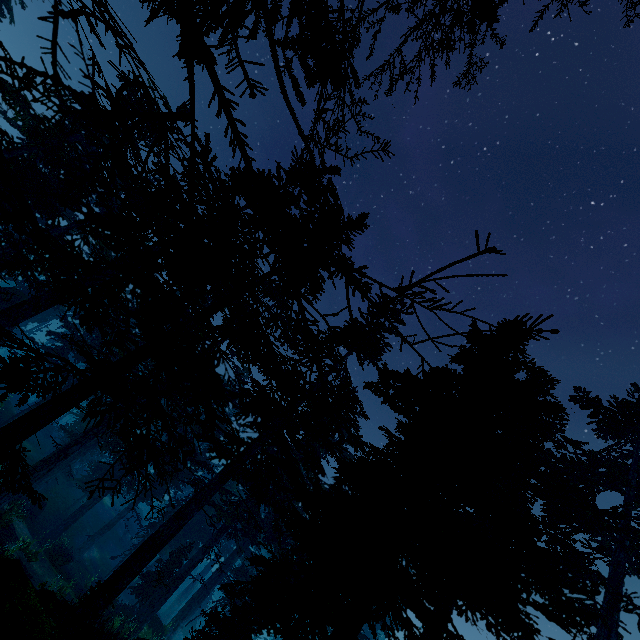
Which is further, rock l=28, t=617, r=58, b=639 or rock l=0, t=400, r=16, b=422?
rock l=0, t=400, r=16, b=422

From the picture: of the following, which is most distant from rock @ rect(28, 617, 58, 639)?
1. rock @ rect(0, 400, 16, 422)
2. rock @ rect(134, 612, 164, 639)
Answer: rock @ rect(0, 400, 16, 422)

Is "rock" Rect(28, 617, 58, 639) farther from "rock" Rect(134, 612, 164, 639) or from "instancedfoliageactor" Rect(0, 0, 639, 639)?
"rock" Rect(134, 612, 164, 639)

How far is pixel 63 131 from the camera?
18.19m

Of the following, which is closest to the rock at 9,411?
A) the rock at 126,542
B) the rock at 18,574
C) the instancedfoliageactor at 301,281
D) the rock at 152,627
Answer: the instancedfoliageactor at 301,281

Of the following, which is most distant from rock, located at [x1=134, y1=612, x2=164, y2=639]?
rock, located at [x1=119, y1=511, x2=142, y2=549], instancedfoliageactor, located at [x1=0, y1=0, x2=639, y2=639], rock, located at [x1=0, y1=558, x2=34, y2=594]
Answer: rock, located at [x1=119, y1=511, x2=142, y2=549]

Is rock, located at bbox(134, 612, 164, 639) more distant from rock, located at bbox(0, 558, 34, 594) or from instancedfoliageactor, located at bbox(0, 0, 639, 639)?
rock, located at bbox(0, 558, 34, 594)

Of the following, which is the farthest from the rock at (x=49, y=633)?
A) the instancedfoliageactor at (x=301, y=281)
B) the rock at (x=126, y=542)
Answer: the rock at (x=126, y=542)
